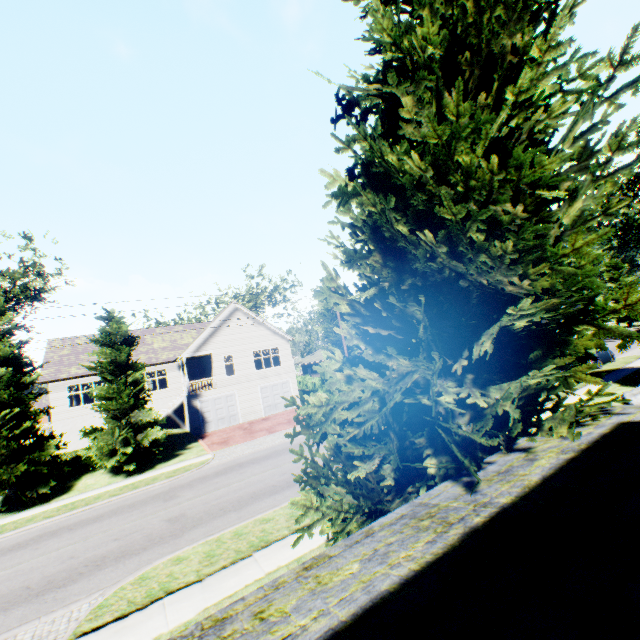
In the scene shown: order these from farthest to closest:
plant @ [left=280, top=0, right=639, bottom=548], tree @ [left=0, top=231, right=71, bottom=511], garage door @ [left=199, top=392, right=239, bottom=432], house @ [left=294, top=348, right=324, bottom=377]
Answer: house @ [left=294, top=348, right=324, bottom=377]
garage door @ [left=199, top=392, right=239, bottom=432]
tree @ [left=0, top=231, right=71, bottom=511]
plant @ [left=280, top=0, right=639, bottom=548]

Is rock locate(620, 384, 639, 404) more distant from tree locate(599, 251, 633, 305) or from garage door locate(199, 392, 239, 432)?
tree locate(599, 251, 633, 305)

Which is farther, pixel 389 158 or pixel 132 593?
pixel 132 593

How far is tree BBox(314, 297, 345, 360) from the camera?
29.14m

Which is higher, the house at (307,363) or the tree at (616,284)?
the tree at (616,284)

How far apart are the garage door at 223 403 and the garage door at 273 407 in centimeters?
216cm

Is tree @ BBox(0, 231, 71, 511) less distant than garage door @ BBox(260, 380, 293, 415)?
Yes

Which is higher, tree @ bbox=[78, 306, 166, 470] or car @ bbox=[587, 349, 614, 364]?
tree @ bbox=[78, 306, 166, 470]
